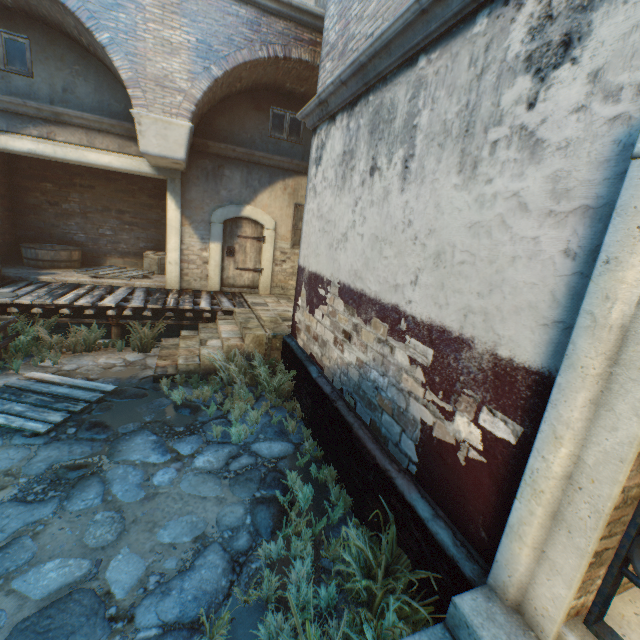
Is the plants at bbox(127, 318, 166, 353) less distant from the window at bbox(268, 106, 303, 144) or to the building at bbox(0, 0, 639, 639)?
the building at bbox(0, 0, 639, 639)

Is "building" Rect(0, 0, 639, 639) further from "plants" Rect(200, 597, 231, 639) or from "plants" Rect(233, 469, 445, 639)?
"plants" Rect(200, 597, 231, 639)

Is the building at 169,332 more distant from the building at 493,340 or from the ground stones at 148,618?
the ground stones at 148,618

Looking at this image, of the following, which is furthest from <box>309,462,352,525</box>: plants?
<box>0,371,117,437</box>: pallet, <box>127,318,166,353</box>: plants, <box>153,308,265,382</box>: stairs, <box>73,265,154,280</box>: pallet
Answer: <box>73,265,154,280</box>: pallet

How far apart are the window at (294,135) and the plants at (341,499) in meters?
8.9 m

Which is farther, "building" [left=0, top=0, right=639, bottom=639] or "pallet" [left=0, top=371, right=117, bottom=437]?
"pallet" [left=0, top=371, right=117, bottom=437]

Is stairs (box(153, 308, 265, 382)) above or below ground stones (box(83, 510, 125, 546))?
above

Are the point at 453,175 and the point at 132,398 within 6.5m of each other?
yes
